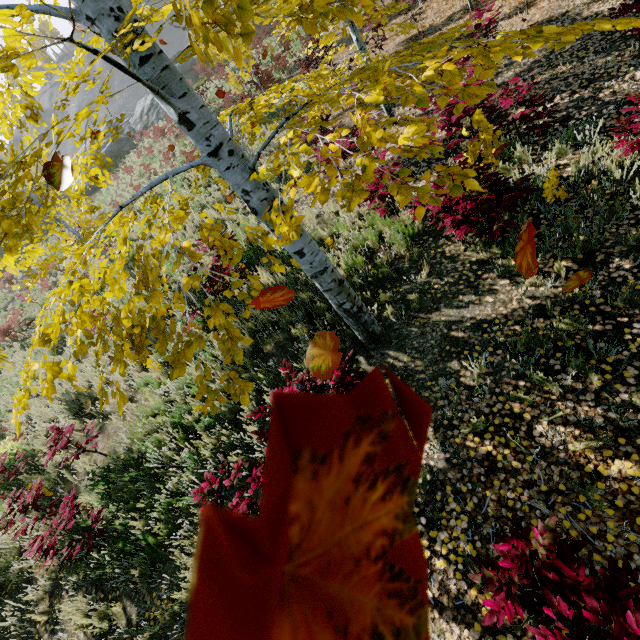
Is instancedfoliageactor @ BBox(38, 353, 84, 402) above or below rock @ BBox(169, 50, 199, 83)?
below

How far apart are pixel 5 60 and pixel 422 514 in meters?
4.5 m

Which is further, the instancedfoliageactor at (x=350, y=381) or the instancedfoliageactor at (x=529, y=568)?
the instancedfoliageactor at (x=350, y=381)

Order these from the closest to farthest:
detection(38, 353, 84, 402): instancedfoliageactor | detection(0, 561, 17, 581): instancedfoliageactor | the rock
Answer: detection(38, 353, 84, 402): instancedfoliageactor
detection(0, 561, 17, 581): instancedfoliageactor
the rock

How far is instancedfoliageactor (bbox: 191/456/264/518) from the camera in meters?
2.8 m

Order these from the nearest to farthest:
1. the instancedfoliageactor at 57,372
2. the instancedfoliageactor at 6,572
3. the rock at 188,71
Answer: the instancedfoliageactor at 57,372
the instancedfoliageactor at 6,572
the rock at 188,71

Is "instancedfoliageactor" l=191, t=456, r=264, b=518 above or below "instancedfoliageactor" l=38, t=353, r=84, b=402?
below
